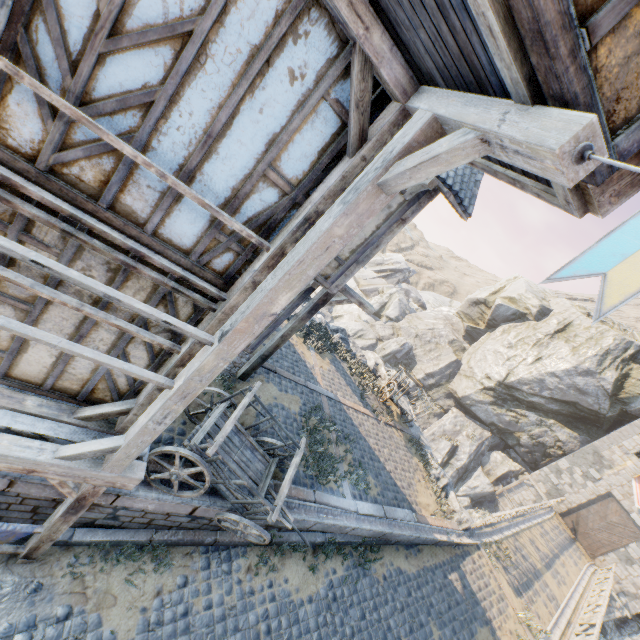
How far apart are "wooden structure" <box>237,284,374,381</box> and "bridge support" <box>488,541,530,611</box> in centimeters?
1112cm

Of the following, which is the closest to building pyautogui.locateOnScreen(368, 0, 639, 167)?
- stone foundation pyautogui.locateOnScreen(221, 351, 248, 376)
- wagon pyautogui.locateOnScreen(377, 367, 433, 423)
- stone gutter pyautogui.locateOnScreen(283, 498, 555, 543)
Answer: stone foundation pyautogui.locateOnScreen(221, 351, 248, 376)

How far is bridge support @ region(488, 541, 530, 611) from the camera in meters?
11.8

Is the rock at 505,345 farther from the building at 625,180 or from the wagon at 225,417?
the wagon at 225,417

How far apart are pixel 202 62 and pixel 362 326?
→ 35.54m

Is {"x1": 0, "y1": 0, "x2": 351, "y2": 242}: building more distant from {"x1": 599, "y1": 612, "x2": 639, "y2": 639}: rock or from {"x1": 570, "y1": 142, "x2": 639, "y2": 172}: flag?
{"x1": 599, "y1": 612, "x2": 639, "y2": 639}: rock

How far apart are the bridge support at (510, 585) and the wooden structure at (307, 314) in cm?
1112

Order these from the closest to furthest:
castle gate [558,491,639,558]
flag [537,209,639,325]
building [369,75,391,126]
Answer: flag [537,209,639,325] → building [369,75,391,126] → castle gate [558,491,639,558]
